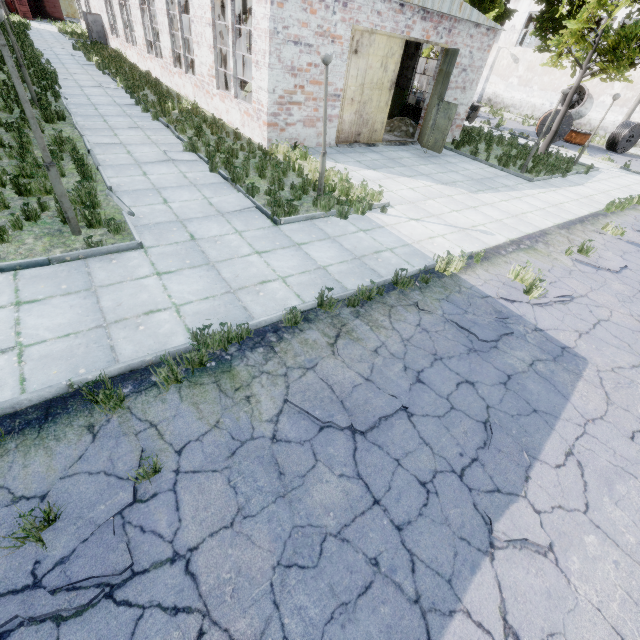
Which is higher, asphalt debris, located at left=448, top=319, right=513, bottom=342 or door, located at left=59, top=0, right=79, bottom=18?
door, located at left=59, top=0, right=79, bottom=18

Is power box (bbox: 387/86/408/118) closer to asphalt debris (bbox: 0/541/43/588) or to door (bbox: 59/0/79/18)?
asphalt debris (bbox: 0/541/43/588)

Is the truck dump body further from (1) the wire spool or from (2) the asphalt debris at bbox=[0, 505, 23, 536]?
(1) the wire spool

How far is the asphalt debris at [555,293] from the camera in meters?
6.9 m

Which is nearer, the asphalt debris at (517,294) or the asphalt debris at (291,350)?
the asphalt debris at (291,350)

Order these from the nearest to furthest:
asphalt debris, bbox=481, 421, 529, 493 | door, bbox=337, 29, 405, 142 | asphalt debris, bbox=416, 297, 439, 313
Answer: asphalt debris, bbox=481, 421, 529, 493, asphalt debris, bbox=416, 297, 439, 313, door, bbox=337, 29, 405, 142

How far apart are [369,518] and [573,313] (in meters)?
6.34

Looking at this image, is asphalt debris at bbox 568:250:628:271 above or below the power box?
below
